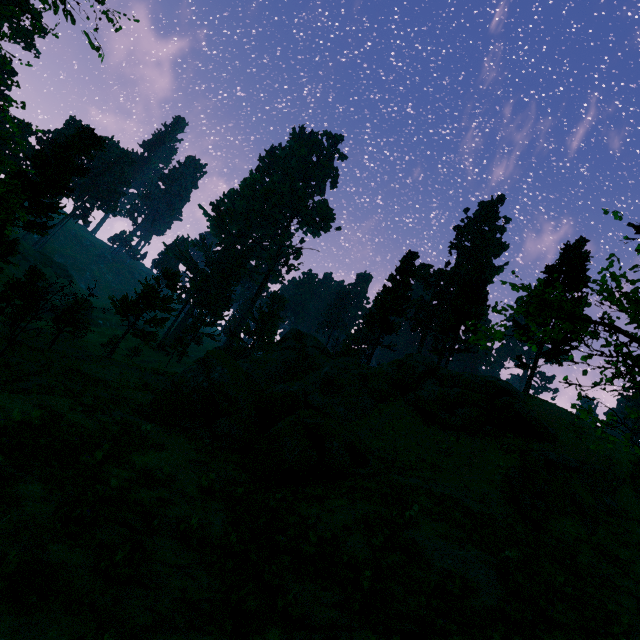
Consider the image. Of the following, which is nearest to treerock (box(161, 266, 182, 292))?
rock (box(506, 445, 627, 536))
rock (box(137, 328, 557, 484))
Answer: rock (box(137, 328, 557, 484))

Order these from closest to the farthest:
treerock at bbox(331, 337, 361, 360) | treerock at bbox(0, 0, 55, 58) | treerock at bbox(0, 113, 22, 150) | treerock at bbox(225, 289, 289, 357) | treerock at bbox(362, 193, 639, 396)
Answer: treerock at bbox(362, 193, 639, 396) → treerock at bbox(0, 0, 55, 58) → treerock at bbox(0, 113, 22, 150) → treerock at bbox(331, 337, 361, 360) → treerock at bbox(225, 289, 289, 357)

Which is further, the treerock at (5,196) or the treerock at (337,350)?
the treerock at (337,350)

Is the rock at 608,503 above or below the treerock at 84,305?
above

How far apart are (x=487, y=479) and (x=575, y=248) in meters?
24.5
